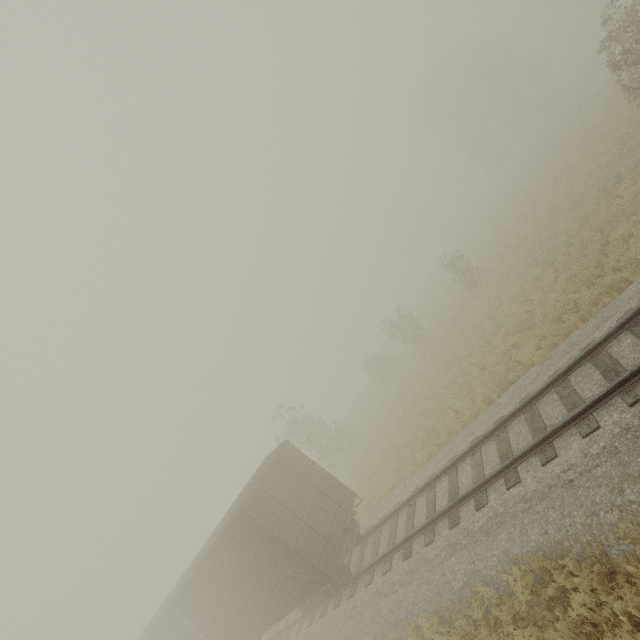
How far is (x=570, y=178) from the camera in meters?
19.2
